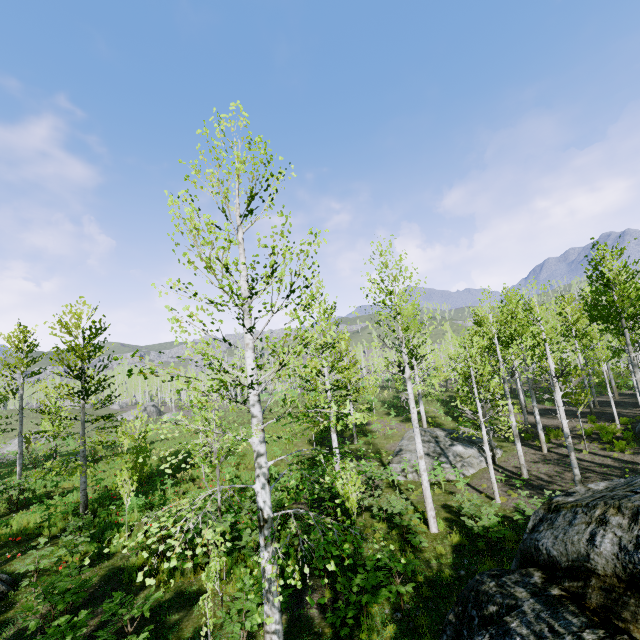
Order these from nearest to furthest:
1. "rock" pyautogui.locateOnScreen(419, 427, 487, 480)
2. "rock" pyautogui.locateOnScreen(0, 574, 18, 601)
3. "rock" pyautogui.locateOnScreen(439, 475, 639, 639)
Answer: "rock" pyautogui.locateOnScreen(439, 475, 639, 639) < "rock" pyautogui.locateOnScreen(0, 574, 18, 601) < "rock" pyautogui.locateOnScreen(419, 427, 487, 480)

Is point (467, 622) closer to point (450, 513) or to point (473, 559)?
point (473, 559)

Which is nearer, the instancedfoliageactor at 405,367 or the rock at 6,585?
the rock at 6,585

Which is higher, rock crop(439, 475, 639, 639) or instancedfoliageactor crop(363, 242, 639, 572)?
instancedfoliageactor crop(363, 242, 639, 572)

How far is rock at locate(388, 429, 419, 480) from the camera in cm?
1788

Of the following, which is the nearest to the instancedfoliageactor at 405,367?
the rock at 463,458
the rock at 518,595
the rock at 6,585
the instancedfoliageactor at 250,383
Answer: the rock at 463,458

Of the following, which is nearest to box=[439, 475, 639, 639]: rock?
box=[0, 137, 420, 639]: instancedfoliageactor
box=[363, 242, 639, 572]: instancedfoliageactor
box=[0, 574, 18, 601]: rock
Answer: box=[0, 137, 420, 639]: instancedfoliageactor
